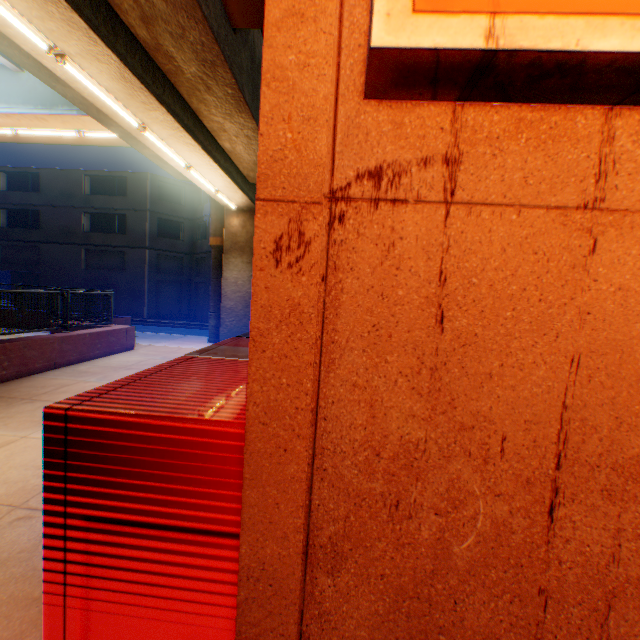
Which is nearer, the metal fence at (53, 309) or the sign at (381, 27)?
the sign at (381, 27)

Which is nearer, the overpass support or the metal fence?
the overpass support

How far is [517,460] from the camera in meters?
1.0

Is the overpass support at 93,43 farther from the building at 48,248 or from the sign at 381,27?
the building at 48,248

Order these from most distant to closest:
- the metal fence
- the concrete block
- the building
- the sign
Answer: the building < the metal fence < the concrete block < the sign

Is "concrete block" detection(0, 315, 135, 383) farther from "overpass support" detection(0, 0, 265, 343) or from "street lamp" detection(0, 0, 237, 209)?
"street lamp" detection(0, 0, 237, 209)

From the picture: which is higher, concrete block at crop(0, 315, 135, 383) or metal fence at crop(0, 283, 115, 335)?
metal fence at crop(0, 283, 115, 335)

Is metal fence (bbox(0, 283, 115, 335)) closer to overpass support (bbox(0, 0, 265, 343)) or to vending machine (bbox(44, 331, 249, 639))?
overpass support (bbox(0, 0, 265, 343))
